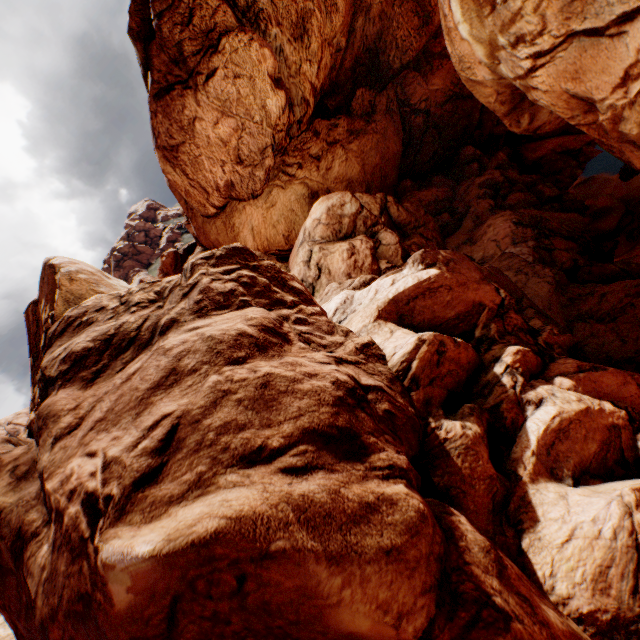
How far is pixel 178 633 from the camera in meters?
5.8
